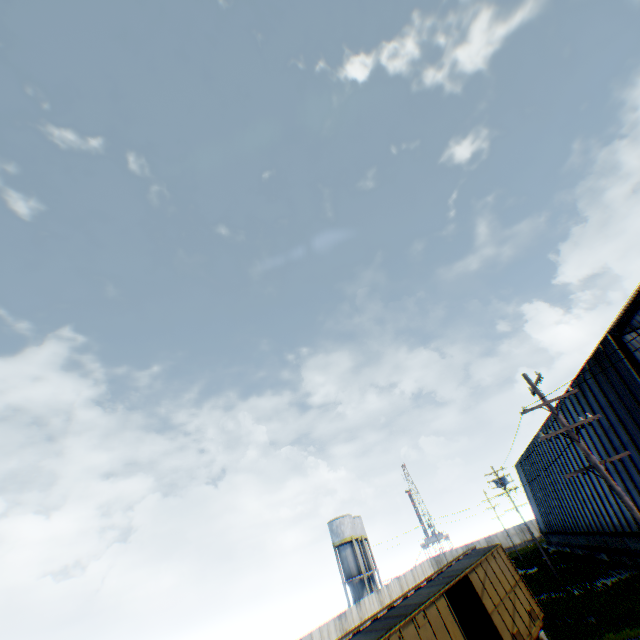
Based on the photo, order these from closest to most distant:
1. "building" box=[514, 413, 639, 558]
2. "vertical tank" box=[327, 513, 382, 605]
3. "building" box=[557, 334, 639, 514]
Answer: "building" box=[557, 334, 639, 514] < "building" box=[514, 413, 639, 558] < "vertical tank" box=[327, 513, 382, 605]

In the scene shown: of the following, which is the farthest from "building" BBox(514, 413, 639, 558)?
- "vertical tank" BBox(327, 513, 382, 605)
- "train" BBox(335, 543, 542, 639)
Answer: "vertical tank" BBox(327, 513, 382, 605)

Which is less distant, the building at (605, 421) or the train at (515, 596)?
the train at (515, 596)

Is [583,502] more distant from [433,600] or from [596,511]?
[433,600]

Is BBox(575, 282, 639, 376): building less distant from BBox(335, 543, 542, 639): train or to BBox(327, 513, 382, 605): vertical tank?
BBox(335, 543, 542, 639): train

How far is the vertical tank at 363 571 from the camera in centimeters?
4512cm
